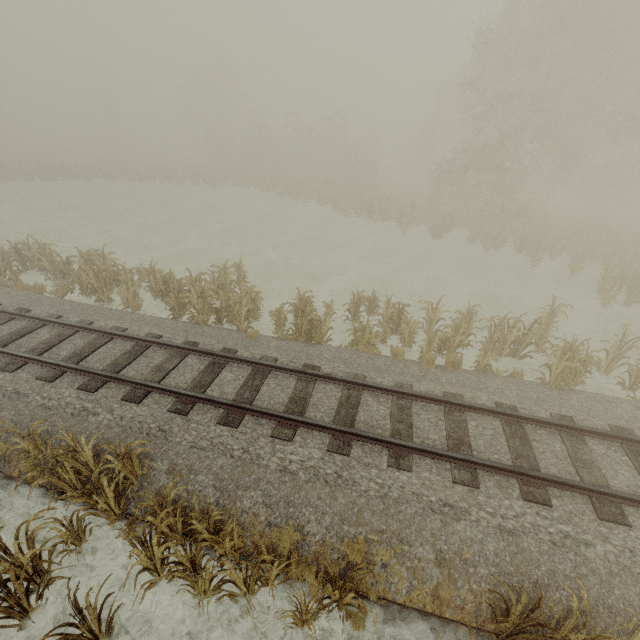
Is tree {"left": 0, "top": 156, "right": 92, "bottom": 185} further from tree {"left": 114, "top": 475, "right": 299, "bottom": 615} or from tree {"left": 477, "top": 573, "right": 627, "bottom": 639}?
tree {"left": 477, "top": 573, "right": 627, "bottom": 639}

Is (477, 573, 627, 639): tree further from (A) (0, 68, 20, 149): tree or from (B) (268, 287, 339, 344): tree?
(A) (0, 68, 20, 149): tree

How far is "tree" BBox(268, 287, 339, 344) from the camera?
10.3m

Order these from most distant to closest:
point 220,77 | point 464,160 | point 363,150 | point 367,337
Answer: point 220,77 < point 363,150 < point 464,160 < point 367,337

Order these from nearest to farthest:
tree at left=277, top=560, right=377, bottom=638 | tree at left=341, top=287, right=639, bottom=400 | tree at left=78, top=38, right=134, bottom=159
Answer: tree at left=277, top=560, right=377, bottom=638 → tree at left=341, top=287, right=639, bottom=400 → tree at left=78, top=38, right=134, bottom=159

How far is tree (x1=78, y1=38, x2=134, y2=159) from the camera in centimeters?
4566cm

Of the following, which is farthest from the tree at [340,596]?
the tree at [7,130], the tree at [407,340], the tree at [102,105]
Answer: the tree at [7,130]

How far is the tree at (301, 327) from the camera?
10.3m
